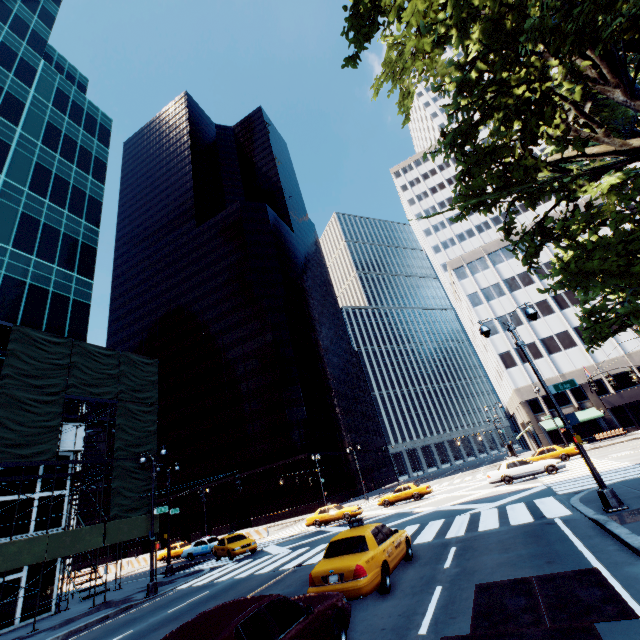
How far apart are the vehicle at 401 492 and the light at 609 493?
20.4m

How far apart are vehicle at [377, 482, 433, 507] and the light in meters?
20.4

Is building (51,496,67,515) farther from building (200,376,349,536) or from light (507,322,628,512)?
building (200,376,349,536)

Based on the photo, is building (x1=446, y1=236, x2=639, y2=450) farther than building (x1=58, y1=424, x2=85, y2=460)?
Yes

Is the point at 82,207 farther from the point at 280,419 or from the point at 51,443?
the point at 280,419

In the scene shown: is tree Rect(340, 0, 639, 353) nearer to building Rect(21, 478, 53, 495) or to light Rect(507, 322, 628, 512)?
light Rect(507, 322, 628, 512)

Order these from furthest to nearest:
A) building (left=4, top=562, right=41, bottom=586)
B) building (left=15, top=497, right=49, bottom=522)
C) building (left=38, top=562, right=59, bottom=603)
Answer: building (left=15, top=497, right=49, bottom=522), building (left=38, top=562, right=59, bottom=603), building (left=4, top=562, right=41, bottom=586)

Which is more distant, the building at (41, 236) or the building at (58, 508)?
the building at (41, 236)
